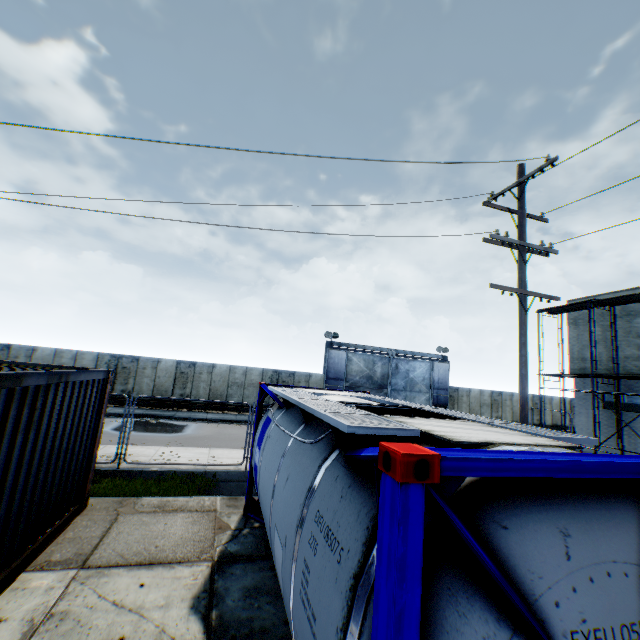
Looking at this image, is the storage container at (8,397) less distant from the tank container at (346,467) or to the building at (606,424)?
the tank container at (346,467)

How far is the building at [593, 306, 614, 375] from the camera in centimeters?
1933cm

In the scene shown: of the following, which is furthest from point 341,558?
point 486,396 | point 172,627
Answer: point 486,396

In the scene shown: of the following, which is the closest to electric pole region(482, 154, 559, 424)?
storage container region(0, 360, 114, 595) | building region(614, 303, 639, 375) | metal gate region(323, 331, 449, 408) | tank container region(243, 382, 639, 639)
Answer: tank container region(243, 382, 639, 639)

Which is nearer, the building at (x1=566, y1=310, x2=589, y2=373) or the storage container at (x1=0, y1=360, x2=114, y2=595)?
the storage container at (x1=0, y1=360, x2=114, y2=595)

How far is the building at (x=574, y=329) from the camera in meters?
20.6

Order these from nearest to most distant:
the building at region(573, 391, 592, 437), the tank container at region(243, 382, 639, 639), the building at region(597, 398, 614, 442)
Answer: the tank container at region(243, 382, 639, 639)
the building at region(597, 398, 614, 442)
the building at region(573, 391, 592, 437)
